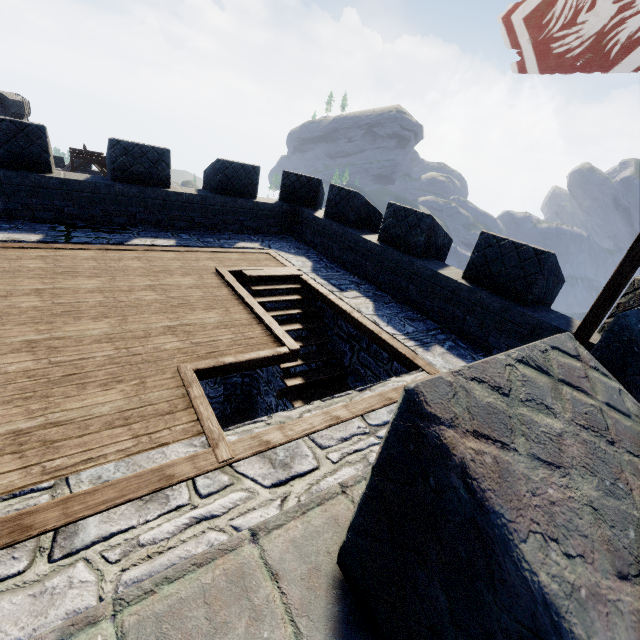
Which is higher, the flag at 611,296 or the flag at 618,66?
the flag at 618,66

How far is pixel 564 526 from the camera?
0.9 meters

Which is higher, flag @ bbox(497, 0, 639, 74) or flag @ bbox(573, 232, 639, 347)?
flag @ bbox(497, 0, 639, 74)

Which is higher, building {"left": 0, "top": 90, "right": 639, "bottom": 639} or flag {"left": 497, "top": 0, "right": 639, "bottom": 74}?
flag {"left": 497, "top": 0, "right": 639, "bottom": 74}

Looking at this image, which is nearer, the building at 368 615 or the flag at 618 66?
the building at 368 615

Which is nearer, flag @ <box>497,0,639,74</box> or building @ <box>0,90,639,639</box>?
building @ <box>0,90,639,639</box>
